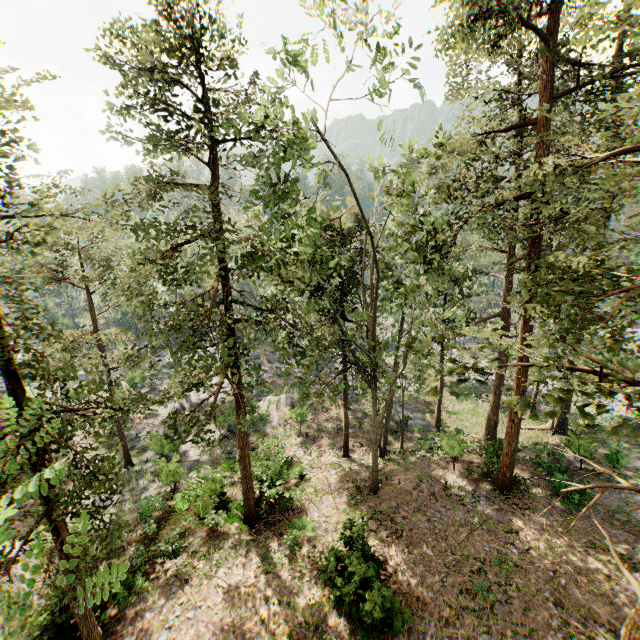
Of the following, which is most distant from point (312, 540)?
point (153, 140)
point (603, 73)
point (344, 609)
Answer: point (603, 73)

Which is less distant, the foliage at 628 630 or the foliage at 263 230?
the foliage at 263 230

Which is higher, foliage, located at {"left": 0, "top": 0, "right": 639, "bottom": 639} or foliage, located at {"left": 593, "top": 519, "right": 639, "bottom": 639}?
foliage, located at {"left": 0, "top": 0, "right": 639, "bottom": 639}

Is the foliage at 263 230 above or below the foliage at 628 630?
above

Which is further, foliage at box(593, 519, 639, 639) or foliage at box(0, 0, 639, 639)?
foliage at box(593, 519, 639, 639)
